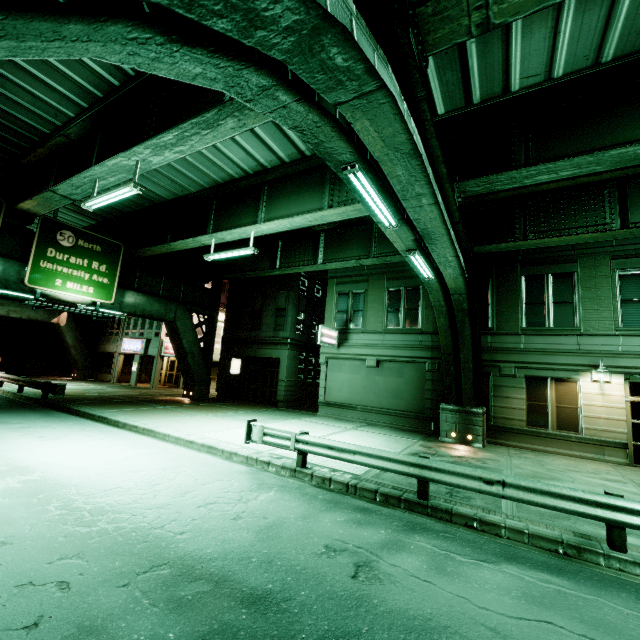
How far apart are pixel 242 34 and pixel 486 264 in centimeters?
1731cm

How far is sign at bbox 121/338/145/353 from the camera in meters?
30.4 m

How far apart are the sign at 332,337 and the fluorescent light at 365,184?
11.4 meters

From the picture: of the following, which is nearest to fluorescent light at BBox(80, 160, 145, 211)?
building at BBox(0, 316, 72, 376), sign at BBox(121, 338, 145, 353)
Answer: sign at BBox(121, 338, 145, 353)

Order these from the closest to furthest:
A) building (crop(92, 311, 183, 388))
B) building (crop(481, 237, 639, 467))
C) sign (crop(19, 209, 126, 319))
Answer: building (crop(481, 237, 639, 467)) < sign (crop(19, 209, 126, 319)) < building (crop(92, 311, 183, 388))

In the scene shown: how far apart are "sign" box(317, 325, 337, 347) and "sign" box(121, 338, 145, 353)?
20.2m

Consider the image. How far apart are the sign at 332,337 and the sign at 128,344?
20.2m

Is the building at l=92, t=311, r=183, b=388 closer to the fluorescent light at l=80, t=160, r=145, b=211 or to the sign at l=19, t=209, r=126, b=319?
the sign at l=19, t=209, r=126, b=319
